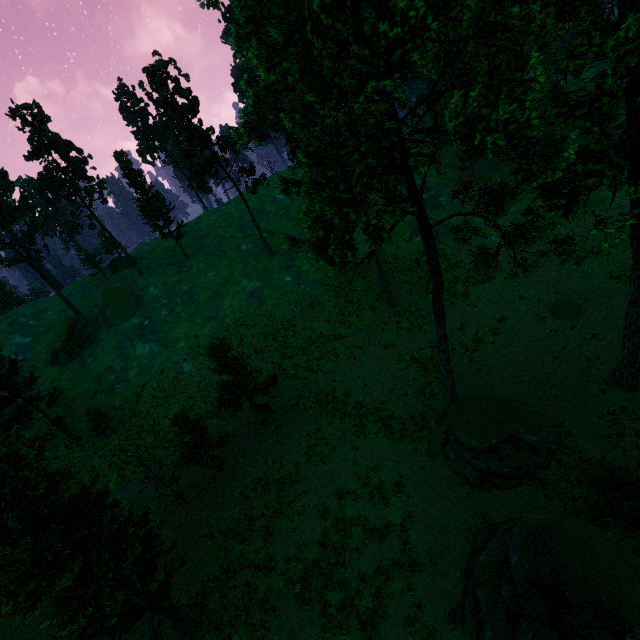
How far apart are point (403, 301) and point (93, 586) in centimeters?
2866cm

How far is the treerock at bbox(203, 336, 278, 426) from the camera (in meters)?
22.75

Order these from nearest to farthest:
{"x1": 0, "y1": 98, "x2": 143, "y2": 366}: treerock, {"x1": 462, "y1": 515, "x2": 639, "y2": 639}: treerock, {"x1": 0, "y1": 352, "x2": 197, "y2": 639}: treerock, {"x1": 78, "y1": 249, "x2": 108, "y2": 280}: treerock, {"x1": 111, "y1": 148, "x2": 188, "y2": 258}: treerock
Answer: {"x1": 462, "y1": 515, "x2": 639, "y2": 639}: treerock < {"x1": 0, "y1": 352, "x2": 197, "y2": 639}: treerock < {"x1": 0, "y1": 98, "x2": 143, "y2": 366}: treerock < {"x1": 111, "y1": 148, "x2": 188, "y2": 258}: treerock < {"x1": 78, "y1": 249, "x2": 108, "y2": 280}: treerock

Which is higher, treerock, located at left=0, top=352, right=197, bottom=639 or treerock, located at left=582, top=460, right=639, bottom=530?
treerock, located at left=0, top=352, right=197, bottom=639

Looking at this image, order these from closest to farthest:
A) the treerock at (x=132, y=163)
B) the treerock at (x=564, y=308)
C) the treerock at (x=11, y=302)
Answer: the treerock at (x=564, y=308)
the treerock at (x=132, y=163)
the treerock at (x=11, y=302)

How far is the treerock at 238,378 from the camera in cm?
2275
